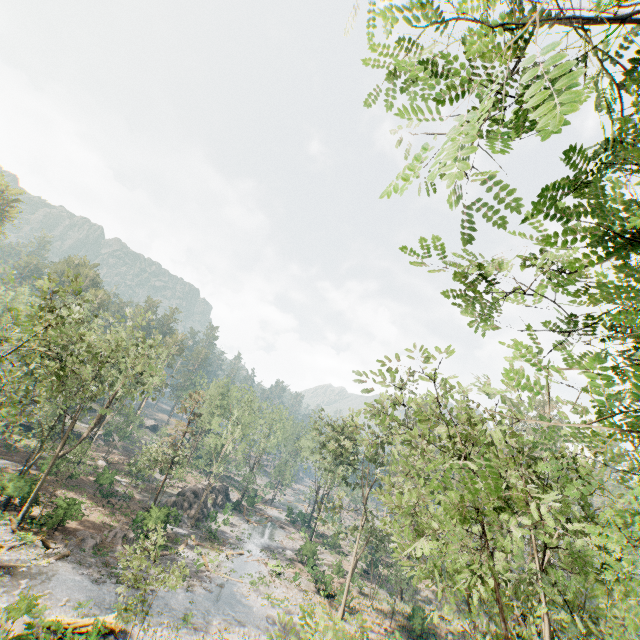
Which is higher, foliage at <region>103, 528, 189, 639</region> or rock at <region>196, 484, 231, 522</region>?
rock at <region>196, 484, 231, 522</region>

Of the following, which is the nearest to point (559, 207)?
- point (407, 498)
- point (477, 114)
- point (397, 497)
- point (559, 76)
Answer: point (559, 76)

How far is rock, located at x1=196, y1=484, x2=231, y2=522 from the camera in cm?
4457

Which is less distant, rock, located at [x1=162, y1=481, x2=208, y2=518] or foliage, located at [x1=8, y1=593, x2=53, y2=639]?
foliage, located at [x1=8, y1=593, x2=53, y2=639]

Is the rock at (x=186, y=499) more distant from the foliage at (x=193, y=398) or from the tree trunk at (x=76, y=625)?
the tree trunk at (x=76, y=625)

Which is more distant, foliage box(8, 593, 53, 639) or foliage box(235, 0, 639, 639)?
foliage box(8, 593, 53, 639)

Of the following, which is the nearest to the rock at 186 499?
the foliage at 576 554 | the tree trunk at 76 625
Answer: the foliage at 576 554
